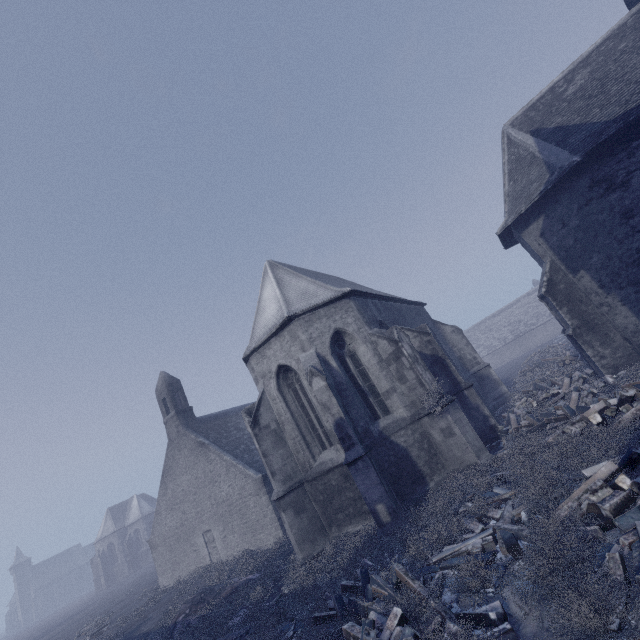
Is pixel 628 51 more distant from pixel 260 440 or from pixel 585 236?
pixel 260 440
